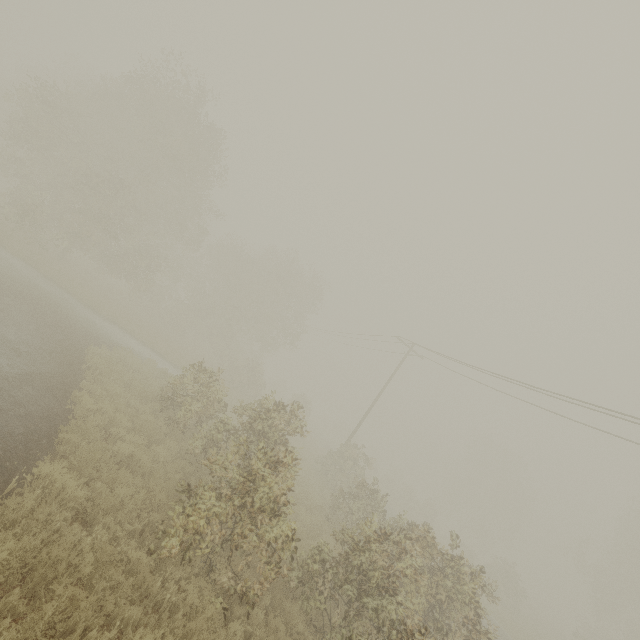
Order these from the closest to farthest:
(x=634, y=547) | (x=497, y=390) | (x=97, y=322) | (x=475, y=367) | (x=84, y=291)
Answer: (x=475, y=367) < (x=497, y=390) < (x=97, y=322) < (x=84, y=291) < (x=634, y=547)
